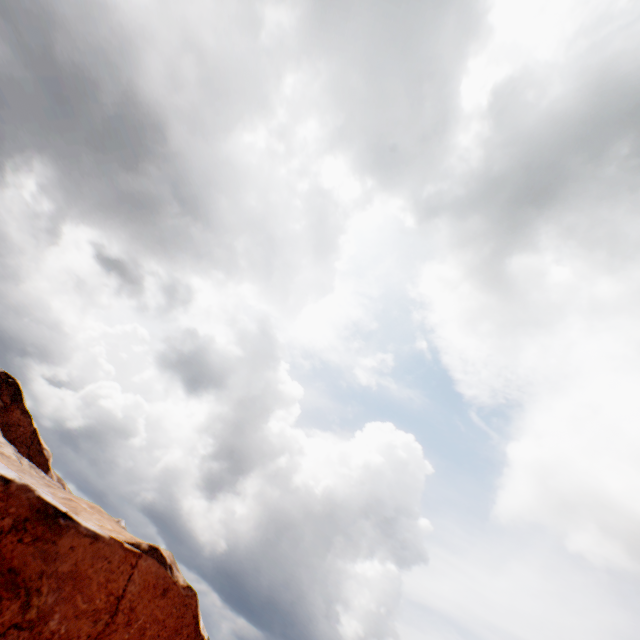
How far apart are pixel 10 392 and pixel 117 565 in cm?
4990
